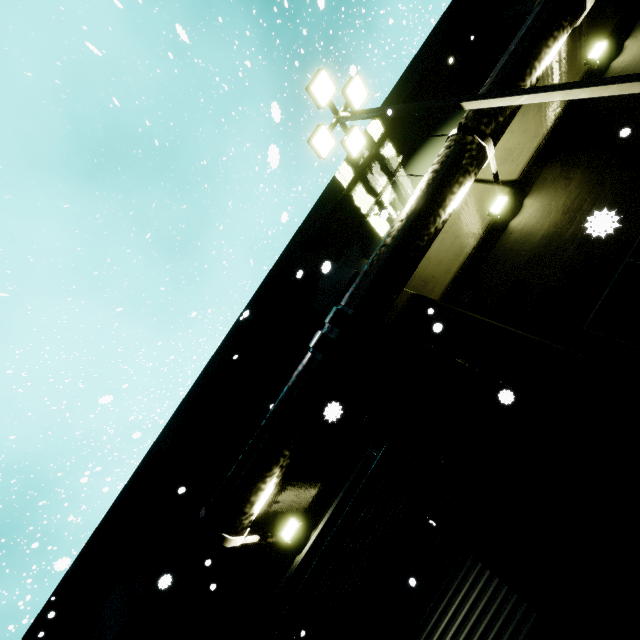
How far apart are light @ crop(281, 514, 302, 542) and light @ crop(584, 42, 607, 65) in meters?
12.6 m

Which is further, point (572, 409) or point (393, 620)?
point (393, 620)

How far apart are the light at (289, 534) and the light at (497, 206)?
8.1m

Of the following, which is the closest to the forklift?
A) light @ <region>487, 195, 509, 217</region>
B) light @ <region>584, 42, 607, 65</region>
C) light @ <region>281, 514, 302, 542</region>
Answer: light @ <region>281, 514, 302, 542</region>

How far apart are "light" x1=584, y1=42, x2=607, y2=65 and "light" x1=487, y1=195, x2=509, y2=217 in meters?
3.9 m

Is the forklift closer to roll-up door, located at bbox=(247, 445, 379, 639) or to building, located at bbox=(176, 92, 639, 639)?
roll-up door, located at bbox=(247, 445, 379, 639)

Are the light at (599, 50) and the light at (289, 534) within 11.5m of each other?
no

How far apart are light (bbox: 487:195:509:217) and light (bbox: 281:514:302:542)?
8.13m
